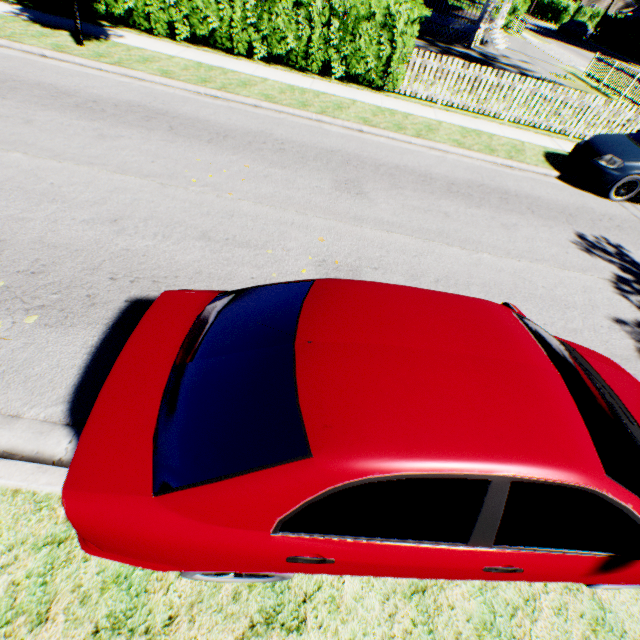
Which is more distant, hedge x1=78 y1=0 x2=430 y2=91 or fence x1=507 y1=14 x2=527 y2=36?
fence x1=507 y1=14 x2=527 y2=36

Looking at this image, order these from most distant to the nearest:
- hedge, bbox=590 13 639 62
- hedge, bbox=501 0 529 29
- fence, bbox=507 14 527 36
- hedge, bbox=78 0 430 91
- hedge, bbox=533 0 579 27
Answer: hedge, bbox=533 0 579 27, hedge, bbox=590 13 639 62, hedge, bbox=501 0 529 29, fence, bbox=507 14 527 36, hedge, bbox=78 0 430 91

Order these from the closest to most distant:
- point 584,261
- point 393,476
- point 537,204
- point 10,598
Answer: point 393,476, point 10,598, point 584,261, point 537,204

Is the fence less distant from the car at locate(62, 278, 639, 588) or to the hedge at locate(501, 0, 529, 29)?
the hedge at locate(501, 0, 529, 29)

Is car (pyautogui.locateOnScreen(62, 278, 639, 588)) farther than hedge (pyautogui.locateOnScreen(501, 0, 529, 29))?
No

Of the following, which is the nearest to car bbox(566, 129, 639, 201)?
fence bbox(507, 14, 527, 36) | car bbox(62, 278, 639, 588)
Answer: car bbox(62, 278, 639, 588)

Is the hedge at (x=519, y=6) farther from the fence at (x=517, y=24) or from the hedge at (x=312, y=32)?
the hedge at (x=312, y=32)

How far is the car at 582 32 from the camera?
41.0m
